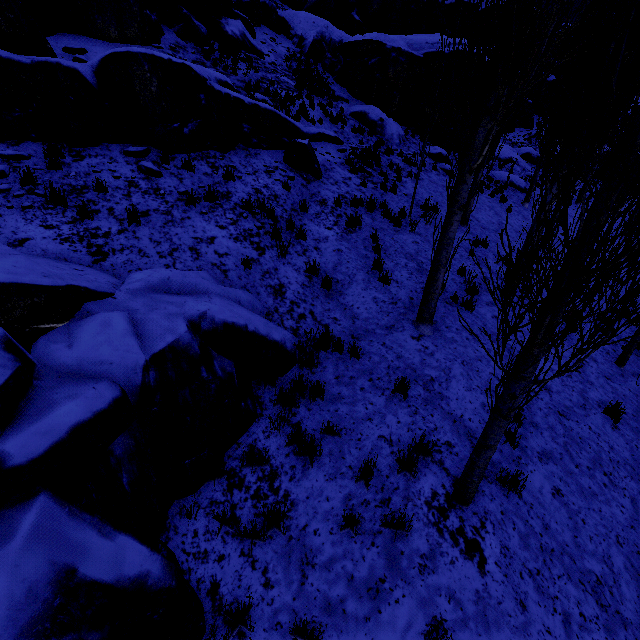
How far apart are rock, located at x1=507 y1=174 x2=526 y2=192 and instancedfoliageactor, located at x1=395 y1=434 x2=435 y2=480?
22.01m

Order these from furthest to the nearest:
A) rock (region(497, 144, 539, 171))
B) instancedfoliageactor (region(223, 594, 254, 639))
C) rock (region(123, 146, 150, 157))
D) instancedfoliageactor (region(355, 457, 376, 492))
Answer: rock (region(497, 144, 539, 171)), rock (region(123, 146, 150, 157)), instancedfoliageactor (region(355, 457, 376, 492)), instancedfoliageactor (region(223, 594, 254, 639))

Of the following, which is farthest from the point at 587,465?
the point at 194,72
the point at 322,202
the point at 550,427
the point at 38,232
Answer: the point at 194,72

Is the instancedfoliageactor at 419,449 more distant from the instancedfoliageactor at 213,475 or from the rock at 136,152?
the rock at 136,152

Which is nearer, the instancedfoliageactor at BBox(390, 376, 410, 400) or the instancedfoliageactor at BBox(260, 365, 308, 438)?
the instancedfoliageactor at BBox(260, 365, 308, 438)

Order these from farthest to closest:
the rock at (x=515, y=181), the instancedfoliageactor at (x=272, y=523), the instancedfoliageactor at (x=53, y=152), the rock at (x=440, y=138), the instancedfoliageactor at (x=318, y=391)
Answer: the rock at (x=515, y=181), the rock at (x=440, y=138), the instancedfoliageactor at (x=53, y=152), the instancedfoliageactor at (x=318, y=391), the instancedfoliageactor at (x=272, y=523)

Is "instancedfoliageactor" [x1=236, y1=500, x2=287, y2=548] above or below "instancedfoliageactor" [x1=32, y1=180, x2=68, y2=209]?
below

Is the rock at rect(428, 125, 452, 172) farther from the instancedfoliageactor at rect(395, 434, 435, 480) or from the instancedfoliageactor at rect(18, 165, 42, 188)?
the instancedfoliageactor at rect(395, 434, 435, 480)
